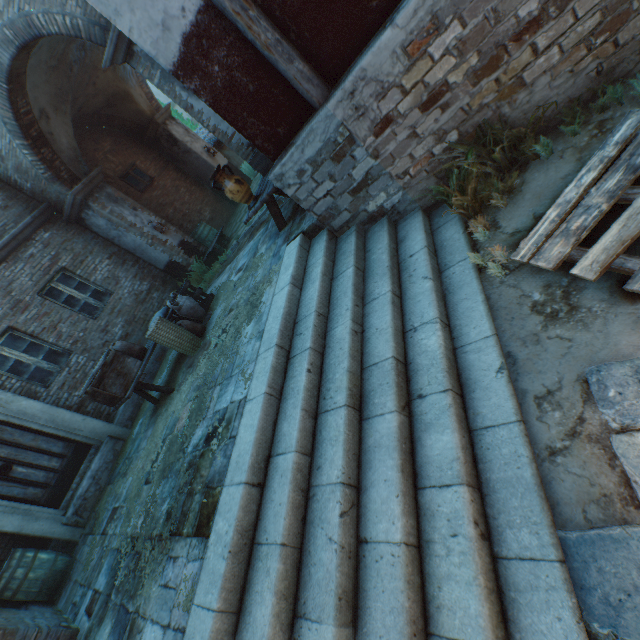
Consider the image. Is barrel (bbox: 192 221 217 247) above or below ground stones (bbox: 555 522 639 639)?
above

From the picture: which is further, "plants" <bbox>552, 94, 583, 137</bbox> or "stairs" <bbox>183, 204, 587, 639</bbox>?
"plants" <bbox>552, 94, 583, 137</bbox>

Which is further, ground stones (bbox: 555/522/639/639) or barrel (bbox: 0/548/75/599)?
barrel (bbox: 0/548/75/599)

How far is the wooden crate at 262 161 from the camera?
5.95m

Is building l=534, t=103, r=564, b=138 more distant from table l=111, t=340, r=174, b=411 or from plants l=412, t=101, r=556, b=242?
table l=111, t=340, r=174, b=411

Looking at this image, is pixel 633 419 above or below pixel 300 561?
below

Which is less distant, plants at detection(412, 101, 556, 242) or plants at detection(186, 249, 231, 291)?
plants at detection(412, 101, 556, 242)

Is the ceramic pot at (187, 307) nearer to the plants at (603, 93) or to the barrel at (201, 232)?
the barrel at (201, 232)
